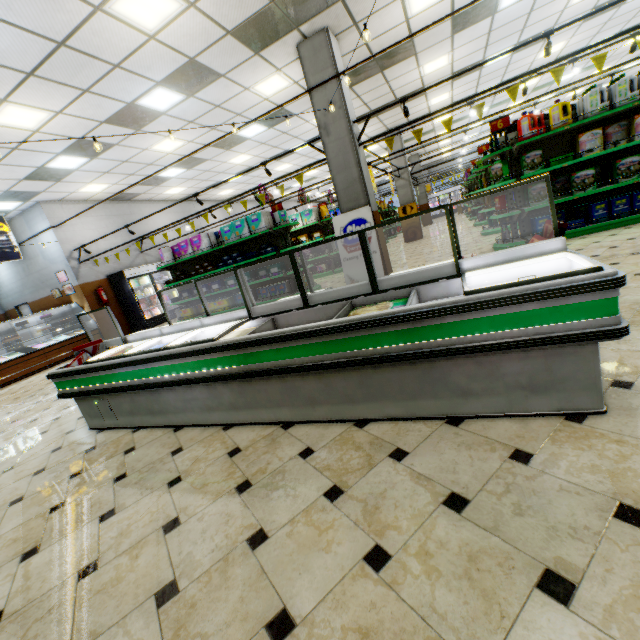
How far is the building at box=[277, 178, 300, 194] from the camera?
18.8 meters

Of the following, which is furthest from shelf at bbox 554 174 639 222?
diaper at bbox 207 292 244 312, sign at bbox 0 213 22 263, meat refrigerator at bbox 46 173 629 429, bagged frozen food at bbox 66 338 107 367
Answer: sign at bbox 0 213 22 263

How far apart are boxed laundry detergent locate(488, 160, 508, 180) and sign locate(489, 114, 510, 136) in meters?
0.6 m

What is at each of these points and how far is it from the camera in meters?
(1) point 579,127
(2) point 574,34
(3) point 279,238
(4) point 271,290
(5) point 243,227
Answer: (1) shelf, 5.9
(2) building, 10.0
(3) shelf, 8.8
(4) diaper, 8.8
(5) diaper, 8.4

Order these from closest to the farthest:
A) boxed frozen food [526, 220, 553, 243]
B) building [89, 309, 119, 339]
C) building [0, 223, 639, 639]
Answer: building [0, 223, 639, 639] < boxed frozen food [526, 220, 553, 243] < building [89, 309, 119, 339]

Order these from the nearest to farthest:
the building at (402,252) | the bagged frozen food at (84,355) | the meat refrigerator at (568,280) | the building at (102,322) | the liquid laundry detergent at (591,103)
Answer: the meat refrigerator at (568,280)
the bagged frozen food at (84,355)
the liquid laundry detergent at (591,103)
the building at (402,252)
the building at (102,322)

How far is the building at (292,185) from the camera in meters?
18.8

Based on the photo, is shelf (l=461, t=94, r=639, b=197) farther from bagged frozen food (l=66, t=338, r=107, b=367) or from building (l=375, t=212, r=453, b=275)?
bagged frozen food (l=66, t=338, r=107, b=367)
